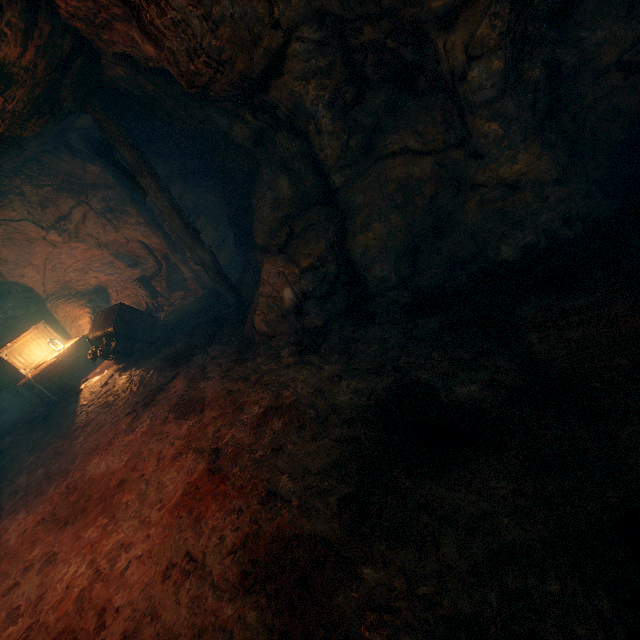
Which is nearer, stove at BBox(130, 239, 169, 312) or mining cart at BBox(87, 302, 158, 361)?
mining cart at BBox(87, 302, 158, 361)

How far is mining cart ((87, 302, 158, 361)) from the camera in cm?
805

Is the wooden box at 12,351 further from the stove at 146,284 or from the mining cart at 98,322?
the stove at 146,284

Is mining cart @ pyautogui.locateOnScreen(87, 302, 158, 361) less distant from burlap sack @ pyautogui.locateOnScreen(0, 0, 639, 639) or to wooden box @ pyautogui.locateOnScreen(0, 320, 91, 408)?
burlap sack @ pyautogui.locateOnScreen(0, 0, 639, 639)

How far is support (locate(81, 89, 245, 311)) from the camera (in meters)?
5.47

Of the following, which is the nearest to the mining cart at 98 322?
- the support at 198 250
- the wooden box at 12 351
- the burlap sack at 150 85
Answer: the burlap sack at 150 85

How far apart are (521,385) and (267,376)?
2.95m

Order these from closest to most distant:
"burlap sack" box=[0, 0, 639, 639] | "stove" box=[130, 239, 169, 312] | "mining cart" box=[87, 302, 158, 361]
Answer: "burlap sack" box=[0, 0, 639, 639] → "mining cart" box=[87, 302, 158, 361] → "stove" box=[130, 239, 169, 312]
